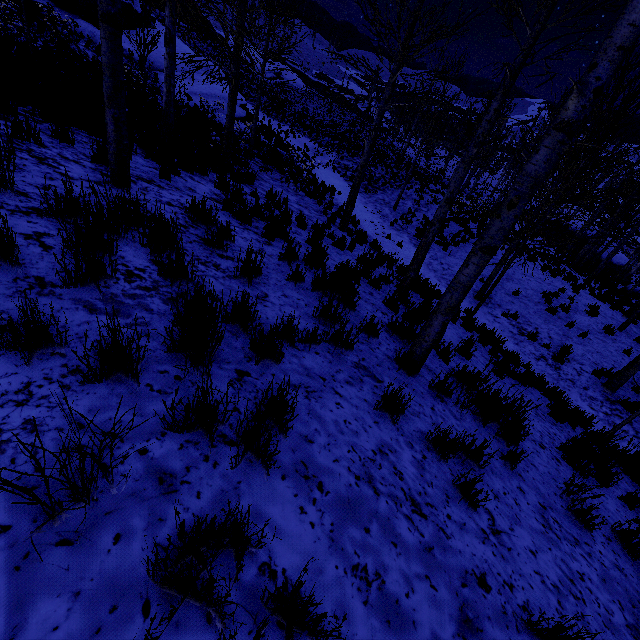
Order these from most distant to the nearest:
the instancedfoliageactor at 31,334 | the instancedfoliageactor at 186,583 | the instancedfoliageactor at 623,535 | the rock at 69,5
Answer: the rock at 69,5 → the instancedfoliageactor at 623,535 → the instancedfoliageactor at 31,334 → the instancedfoliageactor at 186,583

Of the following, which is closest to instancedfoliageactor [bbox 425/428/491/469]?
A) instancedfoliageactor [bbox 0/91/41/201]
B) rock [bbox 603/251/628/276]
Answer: instancedfoliageactor [bbox 0/91/41/201]

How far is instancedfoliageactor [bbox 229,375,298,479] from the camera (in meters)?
1.76

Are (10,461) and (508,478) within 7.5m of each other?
yes

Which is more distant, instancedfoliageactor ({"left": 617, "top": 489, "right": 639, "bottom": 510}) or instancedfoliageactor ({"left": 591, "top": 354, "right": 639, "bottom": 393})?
instancedfoliageactor ({"left": 591, "top": 354, "right": 639, "bottom": 393})

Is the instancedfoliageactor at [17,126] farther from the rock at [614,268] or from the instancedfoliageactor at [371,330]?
the rock at [614,268]

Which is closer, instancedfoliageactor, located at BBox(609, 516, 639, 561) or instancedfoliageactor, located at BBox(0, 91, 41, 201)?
instancedfoliageactor, located at BBox(0, 91, 41, 201)

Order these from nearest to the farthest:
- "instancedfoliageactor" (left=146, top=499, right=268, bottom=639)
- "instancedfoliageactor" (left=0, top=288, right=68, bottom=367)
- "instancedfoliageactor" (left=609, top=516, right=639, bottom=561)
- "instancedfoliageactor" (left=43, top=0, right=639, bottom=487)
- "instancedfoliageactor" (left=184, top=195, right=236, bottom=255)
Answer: "instancedfoliageactor" (left=146, top=499, right=268, bottom=639) → "instancedfoliageactor" (left=0, top=288, right=68, bottom=367) → "instancedfoliageactor" (left=43, top=0, right=639, bottom=487) → "instancedfoliageactor" (left=609, top=516, right=639, bottom=561) → "instancedfoliageactor" (left=184, top=195, right=236, bottom=255)
